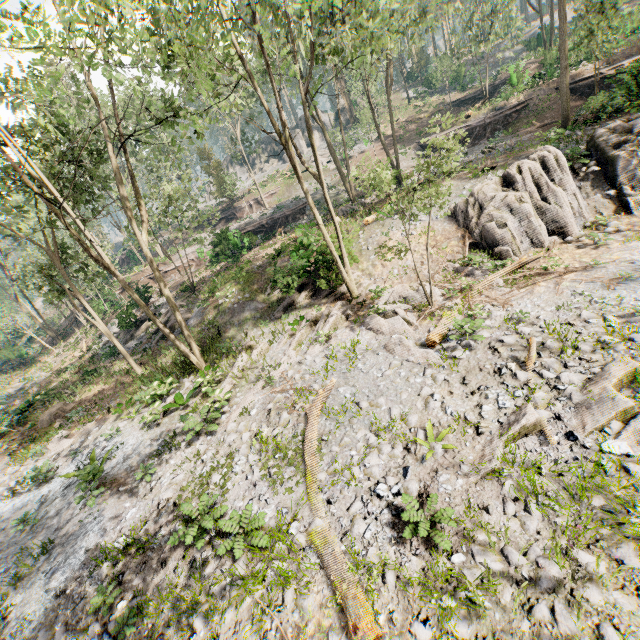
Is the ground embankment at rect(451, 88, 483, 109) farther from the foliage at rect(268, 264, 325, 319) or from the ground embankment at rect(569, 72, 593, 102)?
the ground embankment at rect(569, 72, 593, 102)

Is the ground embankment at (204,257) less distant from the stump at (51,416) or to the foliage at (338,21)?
the foliage at (338,21)

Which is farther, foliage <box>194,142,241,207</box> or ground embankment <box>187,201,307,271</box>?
foliage <box>194,142,241,207</box>

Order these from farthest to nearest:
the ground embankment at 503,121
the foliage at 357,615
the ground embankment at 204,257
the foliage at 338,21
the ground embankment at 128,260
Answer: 1. the ground embankment at 128,260
2. the ground embankment at 204,257
3. the ground embankment at 503,121
4. the foliage at 338,21
5. the foliage at 357,615

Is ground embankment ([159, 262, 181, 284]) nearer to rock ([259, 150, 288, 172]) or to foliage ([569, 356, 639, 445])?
foliage ([569, 356, 639, 445])

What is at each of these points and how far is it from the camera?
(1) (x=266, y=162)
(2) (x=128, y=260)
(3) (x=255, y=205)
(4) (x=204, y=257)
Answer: (1) rock, 59.8 meters
(2) ground embankment, 50.2 meters
(3) ground embankment, 43.3 meters
(4) ground embankment, 35.2 meters

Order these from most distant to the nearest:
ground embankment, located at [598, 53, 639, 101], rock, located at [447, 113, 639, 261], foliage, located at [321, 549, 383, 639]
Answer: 1. ground embankment, located at [598, 53, 639, 101]
2. rock, located at [447, 113, 639, 261]
3. foliage, located at [321, 549, 383, 639]

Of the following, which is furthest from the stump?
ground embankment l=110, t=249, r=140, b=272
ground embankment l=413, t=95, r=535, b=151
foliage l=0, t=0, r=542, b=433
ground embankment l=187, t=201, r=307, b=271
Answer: ground embankment l=110, t=249, r=140, b=272
